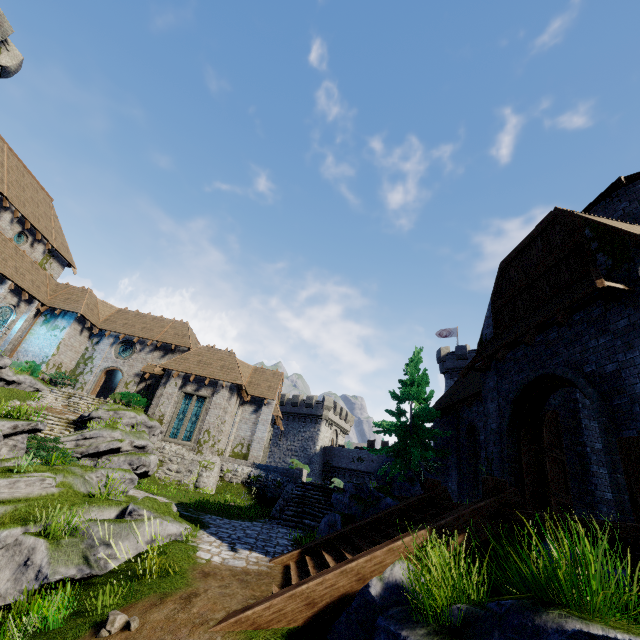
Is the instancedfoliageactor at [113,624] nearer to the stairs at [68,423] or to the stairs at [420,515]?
the stairs at [420,515]

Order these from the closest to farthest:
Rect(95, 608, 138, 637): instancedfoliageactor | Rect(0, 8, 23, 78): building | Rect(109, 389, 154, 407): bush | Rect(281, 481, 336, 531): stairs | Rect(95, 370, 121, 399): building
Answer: Rect(95, 608, 138, 637): instancedfoliageactor, Rect(281, 481, 336, 531): stairs, Rect(0, 8, 23, 78): building, Rect(109, 389, 154, 407): bush, Rect(95, 370, 121, 399): building

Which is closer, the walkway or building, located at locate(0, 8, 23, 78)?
the walkway

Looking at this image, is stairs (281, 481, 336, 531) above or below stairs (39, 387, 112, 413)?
below

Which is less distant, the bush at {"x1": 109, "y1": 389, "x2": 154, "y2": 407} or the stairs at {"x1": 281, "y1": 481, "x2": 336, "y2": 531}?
the stairs at {"x1": 281, "y1": 481, "x2": 336, "y2": 531}

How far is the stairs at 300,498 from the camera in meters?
14.7 m

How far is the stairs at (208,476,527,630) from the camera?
5.1m

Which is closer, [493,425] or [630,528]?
[630,528]
